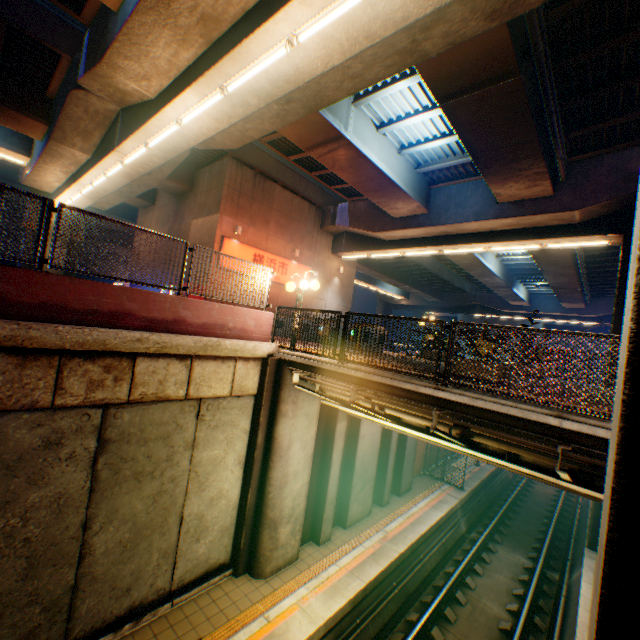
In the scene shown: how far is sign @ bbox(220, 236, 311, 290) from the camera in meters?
16.8 m

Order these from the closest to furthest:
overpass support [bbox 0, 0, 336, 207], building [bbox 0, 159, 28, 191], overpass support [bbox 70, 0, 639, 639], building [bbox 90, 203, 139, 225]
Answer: overpass support [bbox 70, 0, 639, 639]
overpass support [bbox 0, 0, 336, 207]
building [bbox 0, 159, 28, 191]
building [bbox 90, 203, 139, 225]

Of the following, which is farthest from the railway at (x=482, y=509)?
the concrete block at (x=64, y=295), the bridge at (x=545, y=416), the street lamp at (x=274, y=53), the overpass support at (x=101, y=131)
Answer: the street lamp at (x=274, y=53)

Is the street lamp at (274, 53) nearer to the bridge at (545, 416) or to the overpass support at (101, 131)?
the overpass support at (101, 131)

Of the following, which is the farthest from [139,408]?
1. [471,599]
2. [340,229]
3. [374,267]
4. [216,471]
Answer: [374,267]

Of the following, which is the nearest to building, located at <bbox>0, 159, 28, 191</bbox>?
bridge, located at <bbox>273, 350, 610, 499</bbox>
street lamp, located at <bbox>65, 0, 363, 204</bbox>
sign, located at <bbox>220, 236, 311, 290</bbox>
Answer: sign, located at <bbox>220, 236, 311, 290</bbox>

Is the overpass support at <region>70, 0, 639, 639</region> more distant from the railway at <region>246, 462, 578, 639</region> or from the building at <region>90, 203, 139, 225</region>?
the building at <region>90, 203, 139, 225</region>

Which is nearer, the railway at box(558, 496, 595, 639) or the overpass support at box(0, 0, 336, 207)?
the overpass support at box(0, 0, 336, 207)
